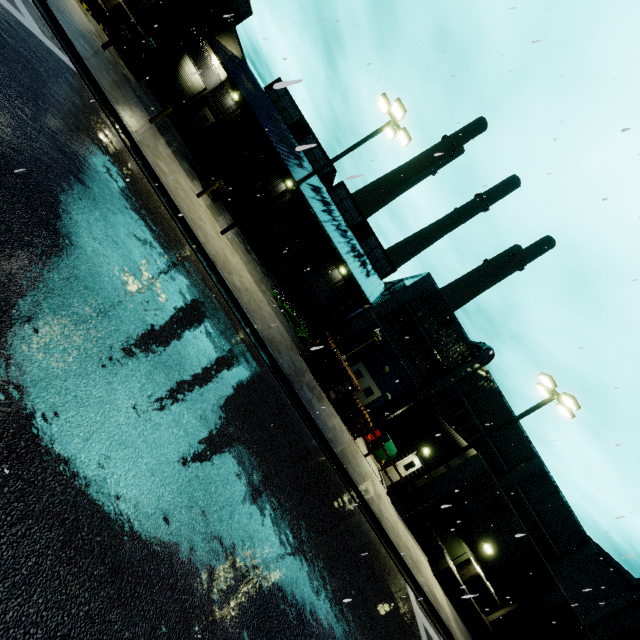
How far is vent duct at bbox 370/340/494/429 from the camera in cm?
2256

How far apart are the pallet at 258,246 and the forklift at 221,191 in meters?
3.9

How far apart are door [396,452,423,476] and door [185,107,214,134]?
32.4 meters

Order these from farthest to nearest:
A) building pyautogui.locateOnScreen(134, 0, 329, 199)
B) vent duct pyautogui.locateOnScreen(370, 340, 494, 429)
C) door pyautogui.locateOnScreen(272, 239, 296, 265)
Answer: door pyautogui.locateOnScreen(272, 239, 296, 265) → building pyautogui.locateOnScreen(134, 0, 329, 199) → vent duct pyautogui.locateOnScreen(370, 340, 494, 429)

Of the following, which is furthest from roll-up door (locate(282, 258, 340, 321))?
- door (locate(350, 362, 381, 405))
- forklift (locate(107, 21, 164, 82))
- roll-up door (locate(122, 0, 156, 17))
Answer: roll-up door (locate(122, 0, 156, 17))

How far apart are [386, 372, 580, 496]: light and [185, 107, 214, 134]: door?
32.68m

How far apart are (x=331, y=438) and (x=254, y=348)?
4.7m

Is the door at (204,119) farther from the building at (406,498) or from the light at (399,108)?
the light at (399,108)
